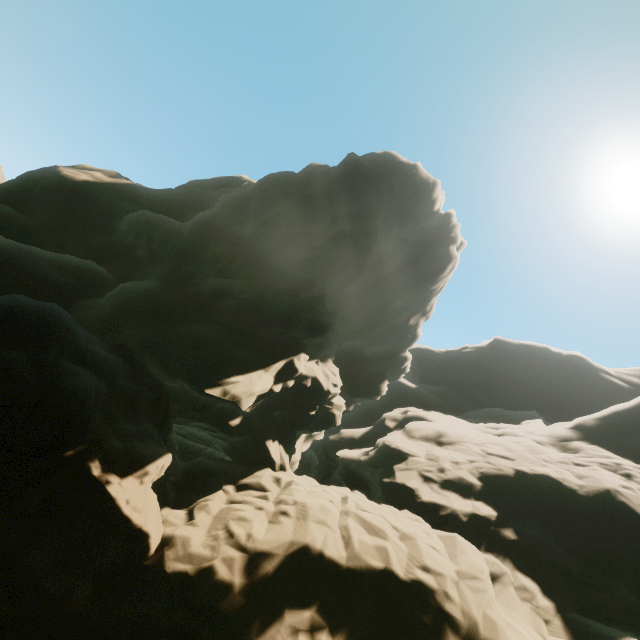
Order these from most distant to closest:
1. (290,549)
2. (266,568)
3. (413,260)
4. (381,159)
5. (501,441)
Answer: (381,159), (413,260), (501,441), (290,549), (266,568)
